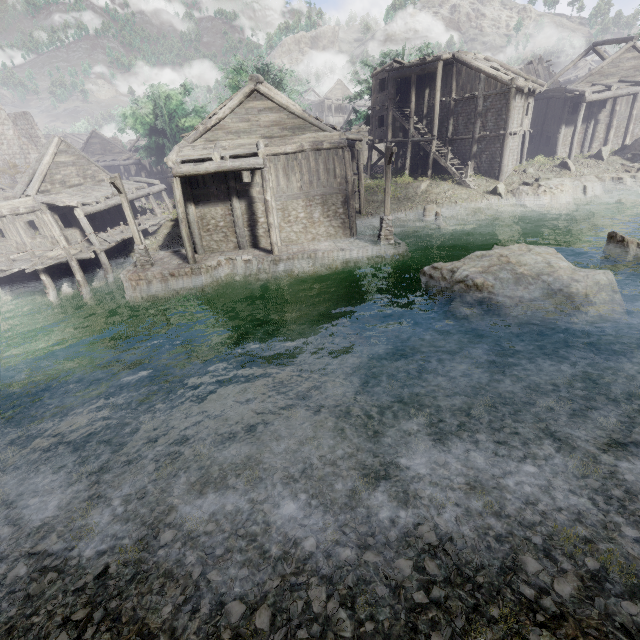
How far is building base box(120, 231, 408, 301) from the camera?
17.5 meters

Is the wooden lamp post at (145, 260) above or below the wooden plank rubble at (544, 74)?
below

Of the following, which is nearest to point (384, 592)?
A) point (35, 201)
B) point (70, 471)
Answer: point (70, 471)

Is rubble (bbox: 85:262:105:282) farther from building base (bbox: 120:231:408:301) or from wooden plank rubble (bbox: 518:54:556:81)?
wooden plank rubble (bbox: 518:54:556:81)

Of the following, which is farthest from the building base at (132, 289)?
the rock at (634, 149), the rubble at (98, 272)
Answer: the rock at (634, 149)

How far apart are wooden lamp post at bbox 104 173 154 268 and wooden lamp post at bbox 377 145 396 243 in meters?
13.0

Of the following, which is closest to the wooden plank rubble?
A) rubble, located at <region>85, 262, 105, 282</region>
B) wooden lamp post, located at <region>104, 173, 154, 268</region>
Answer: wooden lamp post, located at <region>104, 173, 154, 268</region>

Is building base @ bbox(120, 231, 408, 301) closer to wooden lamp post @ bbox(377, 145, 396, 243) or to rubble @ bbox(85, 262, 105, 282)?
wooden lamp post @ bbox(377, 145, 396, 243)
